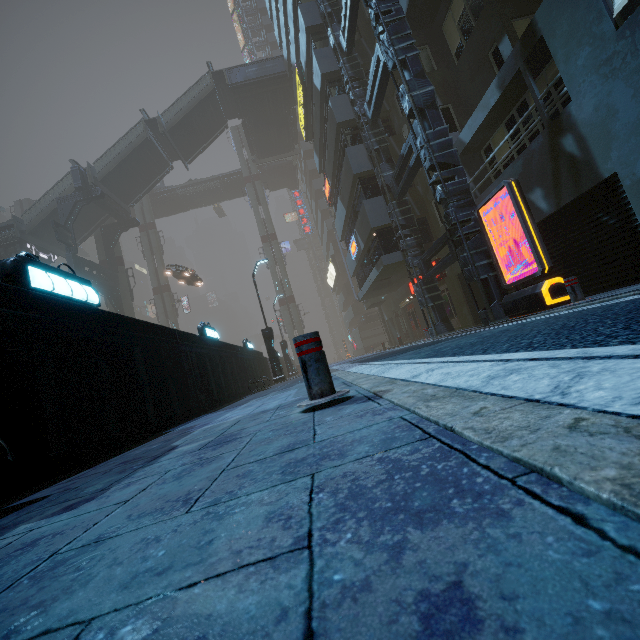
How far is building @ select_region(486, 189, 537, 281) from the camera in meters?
10.4

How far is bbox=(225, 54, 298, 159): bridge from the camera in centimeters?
2783cm

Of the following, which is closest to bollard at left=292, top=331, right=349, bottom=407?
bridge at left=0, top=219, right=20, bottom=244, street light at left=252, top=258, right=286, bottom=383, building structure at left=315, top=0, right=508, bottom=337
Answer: building structure at left=315, top=0, right=508, bottom=337

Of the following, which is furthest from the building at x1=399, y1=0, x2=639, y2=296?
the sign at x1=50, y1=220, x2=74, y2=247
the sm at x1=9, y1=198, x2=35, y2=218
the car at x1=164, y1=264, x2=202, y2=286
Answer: the car at x1=164, y1=264, x2=202, y2=286

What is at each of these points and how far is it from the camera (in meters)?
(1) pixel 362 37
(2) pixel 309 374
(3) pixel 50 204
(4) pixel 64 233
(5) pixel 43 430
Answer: (1) building, 17.84
(2) bollard, 2.59
(3) stairs, 26.70
(4) sign, 24.73
(5) building, 3.03

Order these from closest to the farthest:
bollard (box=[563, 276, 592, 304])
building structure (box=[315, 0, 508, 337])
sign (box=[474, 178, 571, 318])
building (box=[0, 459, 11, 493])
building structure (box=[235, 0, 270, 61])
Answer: building (box=[0, 459, 11, 493]), bollard (box=[563, 276, 592, 304]), sign (box=[474, 178, 571, 318]), building structure (box=[315, 0, 508, 337]), building structure (box=[235, 0, 270, 61])

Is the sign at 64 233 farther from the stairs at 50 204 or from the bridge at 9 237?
the bridge at 9 237

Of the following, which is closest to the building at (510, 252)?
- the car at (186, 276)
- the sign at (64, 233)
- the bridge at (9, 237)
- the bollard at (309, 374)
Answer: the bridge at (9, 237)
